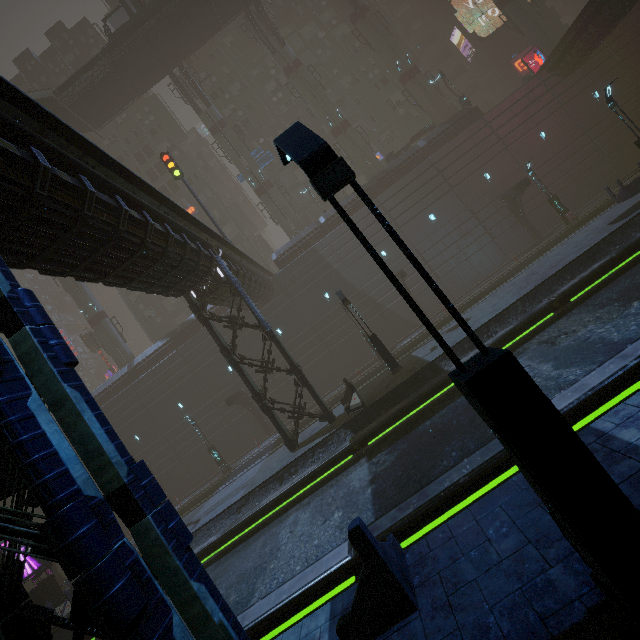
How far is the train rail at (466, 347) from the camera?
13.2m

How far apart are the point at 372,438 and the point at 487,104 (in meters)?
49.19

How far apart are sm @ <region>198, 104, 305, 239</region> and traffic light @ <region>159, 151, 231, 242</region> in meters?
11.8 m

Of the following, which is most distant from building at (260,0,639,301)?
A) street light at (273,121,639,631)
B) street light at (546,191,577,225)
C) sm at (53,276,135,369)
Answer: street light at (273,121,639,631)

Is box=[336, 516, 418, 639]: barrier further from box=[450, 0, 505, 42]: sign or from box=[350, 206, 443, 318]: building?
box=[450, 0, 505, 42]: sign

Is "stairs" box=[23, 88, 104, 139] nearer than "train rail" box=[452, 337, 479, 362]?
No

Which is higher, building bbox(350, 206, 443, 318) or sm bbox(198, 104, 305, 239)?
sm bbox(198, 104, 305, 239)

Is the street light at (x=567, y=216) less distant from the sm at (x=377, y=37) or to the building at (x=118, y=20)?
the building at (x=118, y=20)
